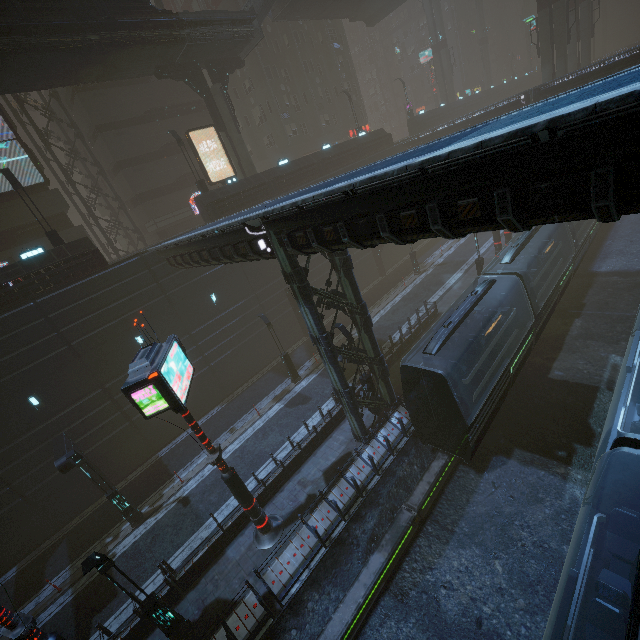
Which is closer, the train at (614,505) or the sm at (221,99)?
the train at (614,505)

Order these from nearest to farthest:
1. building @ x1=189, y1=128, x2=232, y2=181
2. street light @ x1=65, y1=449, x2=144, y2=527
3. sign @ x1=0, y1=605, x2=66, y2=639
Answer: sign @ x1=0, y1=605, x2=66, y2=639 → street light @ x1=65, y1=449, x2=144, y2=527 → building @ x1=189, y1=128, x2=232, y2=181

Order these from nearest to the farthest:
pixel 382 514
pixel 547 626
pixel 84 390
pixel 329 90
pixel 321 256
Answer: pixel 547 626
pixel 382 514
pixel 84 390
pixel 321 256
pixel 329 90

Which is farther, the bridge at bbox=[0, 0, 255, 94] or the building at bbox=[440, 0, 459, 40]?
the building at bbox=[440, 0, 459, 40]

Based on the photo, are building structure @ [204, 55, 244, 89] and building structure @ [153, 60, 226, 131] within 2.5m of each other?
yes

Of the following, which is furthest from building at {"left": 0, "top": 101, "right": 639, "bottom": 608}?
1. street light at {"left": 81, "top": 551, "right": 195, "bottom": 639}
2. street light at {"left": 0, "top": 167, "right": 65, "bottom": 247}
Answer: street light at {"left": 0, "top": 167, "right": 65, "bottom": 247}

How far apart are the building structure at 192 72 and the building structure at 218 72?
0.68m

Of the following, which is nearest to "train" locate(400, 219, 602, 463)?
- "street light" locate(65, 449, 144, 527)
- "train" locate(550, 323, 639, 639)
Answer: "train" locate(550, 323, 639, 639)
